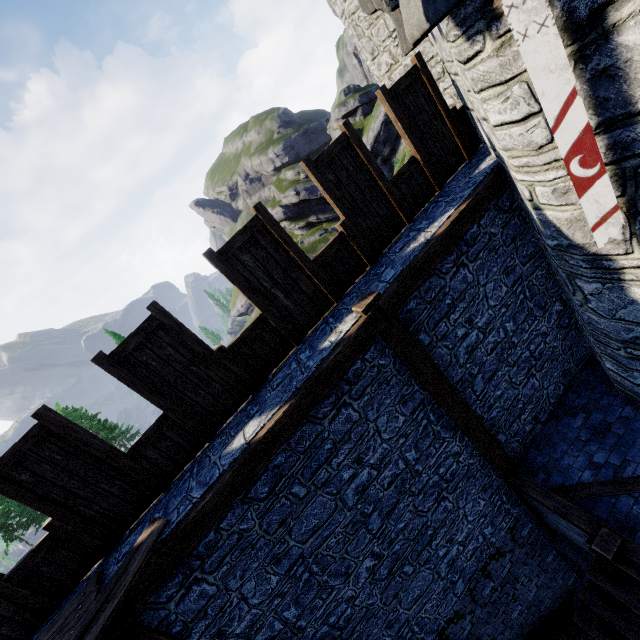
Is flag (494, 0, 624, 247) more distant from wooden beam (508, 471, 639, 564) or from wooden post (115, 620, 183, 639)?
wooden post (115, 620, 183, 639)

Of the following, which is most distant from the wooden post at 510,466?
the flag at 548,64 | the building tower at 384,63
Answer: the building tower at 384,63

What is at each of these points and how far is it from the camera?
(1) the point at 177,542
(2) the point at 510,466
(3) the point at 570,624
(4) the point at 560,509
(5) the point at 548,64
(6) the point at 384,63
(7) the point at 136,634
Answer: (1) wooden beam, 3.9 meters
(2) wooden post, 6.4 meters
(3) stairs, 7.7 meters
(4) wooden beam, 5.6 meters
(5) flag, 2.9 meters
(6) building tower, 8.7 meters
(7) wooden post, 3.9 meters

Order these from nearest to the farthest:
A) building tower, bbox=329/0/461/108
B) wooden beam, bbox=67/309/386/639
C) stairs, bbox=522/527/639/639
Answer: wooden beam, bbox=67/309/386/639 < stairs, bbox=522/527/639/639 < building tower, bbox=329/0/461/108

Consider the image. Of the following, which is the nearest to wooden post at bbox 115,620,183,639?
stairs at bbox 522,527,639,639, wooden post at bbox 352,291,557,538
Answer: stairs at bbox 522,527,639,639

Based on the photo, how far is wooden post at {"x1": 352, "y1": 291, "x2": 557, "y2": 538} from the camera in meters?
4.8 m

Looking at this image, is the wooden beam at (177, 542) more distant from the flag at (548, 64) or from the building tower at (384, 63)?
the building tower at (384, 63)

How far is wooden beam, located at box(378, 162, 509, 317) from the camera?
4.7 meters
